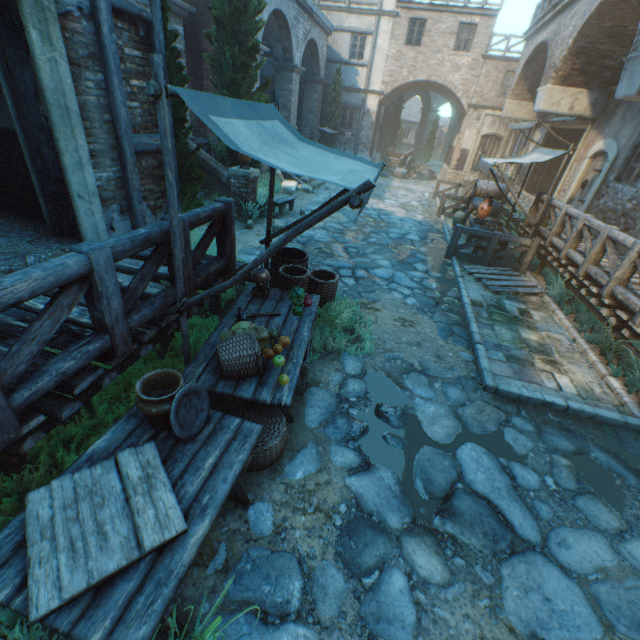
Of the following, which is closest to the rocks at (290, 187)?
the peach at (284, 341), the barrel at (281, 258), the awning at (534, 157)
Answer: the awning at (534, 157)

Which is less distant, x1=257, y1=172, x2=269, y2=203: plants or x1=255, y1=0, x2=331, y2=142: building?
x1=257, y1=172, x2=269, y2=203: plants

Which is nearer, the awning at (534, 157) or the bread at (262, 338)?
the bread at (262, 338)

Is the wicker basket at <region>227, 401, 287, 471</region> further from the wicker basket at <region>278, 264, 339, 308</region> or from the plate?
the wicker basket at <region>278, 264, 339, 308</region>

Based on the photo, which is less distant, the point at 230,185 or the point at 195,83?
the point at 230,185

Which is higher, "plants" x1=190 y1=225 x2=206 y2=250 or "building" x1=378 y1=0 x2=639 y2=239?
"building" x1=378 y1=0 x2=639 y2=239

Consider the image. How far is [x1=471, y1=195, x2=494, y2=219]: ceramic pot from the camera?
10.12m

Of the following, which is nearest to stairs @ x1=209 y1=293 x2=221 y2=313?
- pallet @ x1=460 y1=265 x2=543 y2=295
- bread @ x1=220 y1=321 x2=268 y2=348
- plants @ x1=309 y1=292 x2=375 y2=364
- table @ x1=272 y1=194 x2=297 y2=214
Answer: plants @ x1=309 y1=292 x2=375 y2=364
